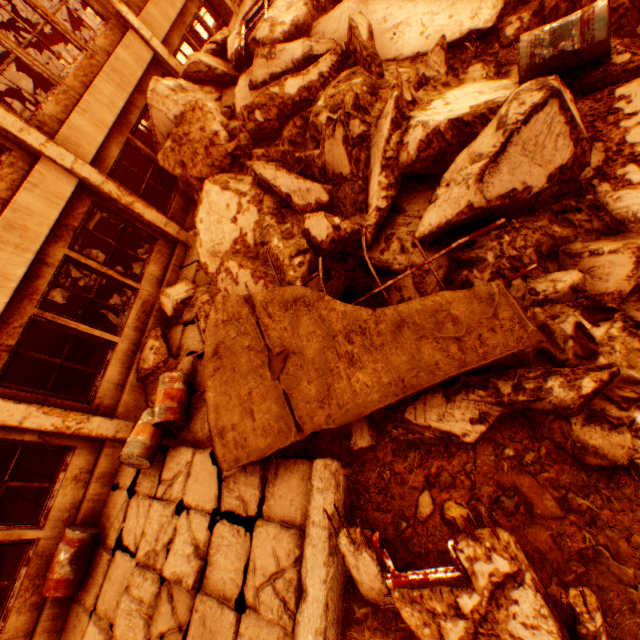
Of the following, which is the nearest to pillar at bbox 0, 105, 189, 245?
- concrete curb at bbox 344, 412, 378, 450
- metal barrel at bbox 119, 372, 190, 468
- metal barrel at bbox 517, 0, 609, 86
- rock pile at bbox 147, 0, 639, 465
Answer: rock pile at bbox 147, 0, 639, 465

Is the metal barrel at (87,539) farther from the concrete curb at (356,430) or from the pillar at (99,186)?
the pillar at (99,186)

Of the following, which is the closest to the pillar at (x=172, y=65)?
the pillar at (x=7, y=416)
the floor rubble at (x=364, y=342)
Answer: the floor rubble at (x=364, y=342)

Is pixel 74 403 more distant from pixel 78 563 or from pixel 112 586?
pixel 112 586

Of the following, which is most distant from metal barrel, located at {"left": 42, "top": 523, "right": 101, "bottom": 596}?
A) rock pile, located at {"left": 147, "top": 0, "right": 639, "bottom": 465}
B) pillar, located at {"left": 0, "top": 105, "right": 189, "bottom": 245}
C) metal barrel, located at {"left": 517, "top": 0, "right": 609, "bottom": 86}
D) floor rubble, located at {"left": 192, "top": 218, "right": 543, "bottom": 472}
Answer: metal barrel, located at {"left": 517, "top": 0, "right": 609, "bottom": 86}

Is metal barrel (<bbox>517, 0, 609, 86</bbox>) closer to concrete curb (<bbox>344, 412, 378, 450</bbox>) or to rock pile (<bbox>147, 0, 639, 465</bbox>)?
rock pile (<bbox>147, 0, 639, 465</bbox>)

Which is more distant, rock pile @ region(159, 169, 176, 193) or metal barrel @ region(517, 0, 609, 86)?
rock pile @ region(159, 169, 176, 193)

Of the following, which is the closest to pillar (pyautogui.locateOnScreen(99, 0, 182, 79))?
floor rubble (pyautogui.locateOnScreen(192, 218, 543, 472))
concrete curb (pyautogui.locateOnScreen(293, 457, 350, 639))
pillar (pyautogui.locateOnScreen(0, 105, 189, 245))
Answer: pillar (pyautogui.locateOnScreen(0, 105, 189, 245))
